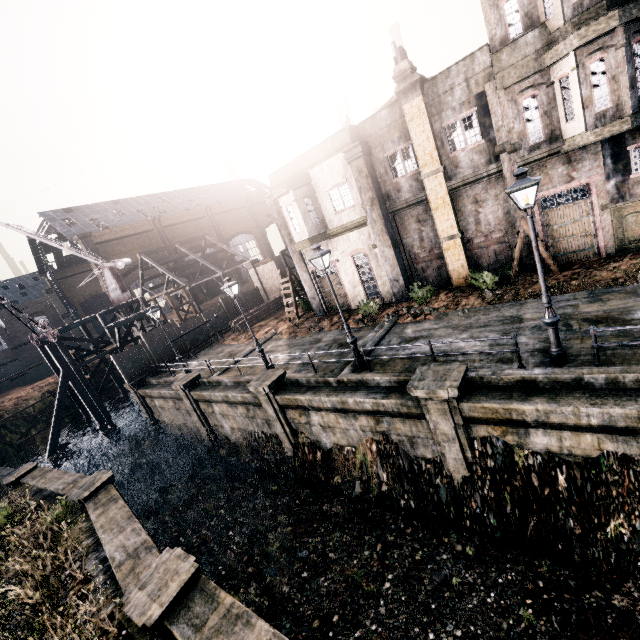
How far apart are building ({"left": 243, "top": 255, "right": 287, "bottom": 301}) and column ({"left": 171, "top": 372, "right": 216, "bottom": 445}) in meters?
17.9 m

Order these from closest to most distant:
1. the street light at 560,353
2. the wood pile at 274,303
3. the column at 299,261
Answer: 1. the street light at 560,353
2. the column at 299,261
3. the wood pile at 274,303

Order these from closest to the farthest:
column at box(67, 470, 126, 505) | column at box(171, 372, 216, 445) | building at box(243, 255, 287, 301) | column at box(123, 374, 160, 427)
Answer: column at box(67, 470, 126, 505)
column at box(171, 372, 216, 445)
column at box(123, 374, 160, 427)
building at box(243, 255, 287, 301)

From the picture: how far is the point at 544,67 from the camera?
13.3 meters

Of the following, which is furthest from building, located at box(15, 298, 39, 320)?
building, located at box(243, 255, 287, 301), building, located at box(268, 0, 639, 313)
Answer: building, located at box(268, 0, 639, 313)

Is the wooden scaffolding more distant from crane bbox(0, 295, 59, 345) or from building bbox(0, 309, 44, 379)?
building bbox(0, 309, 44, 379)

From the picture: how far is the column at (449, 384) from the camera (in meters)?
10.26

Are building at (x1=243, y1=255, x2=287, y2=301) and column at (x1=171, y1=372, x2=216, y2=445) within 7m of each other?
no
